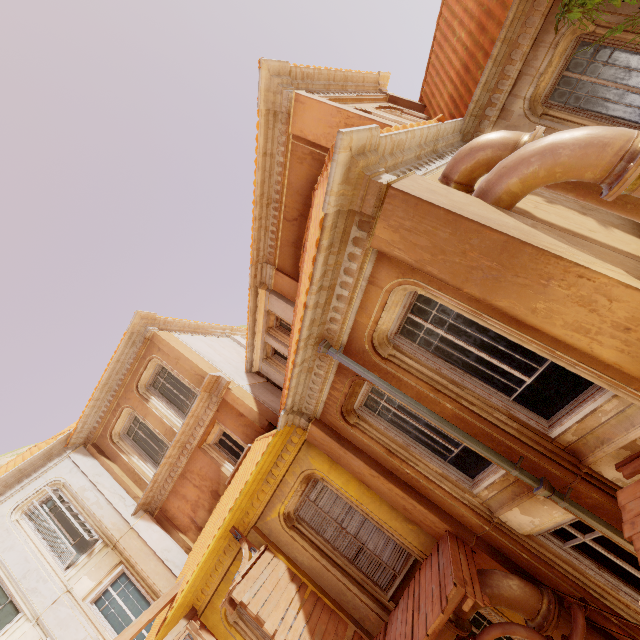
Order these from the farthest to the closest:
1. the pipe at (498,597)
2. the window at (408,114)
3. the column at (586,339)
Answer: the window at (408,114), the pipe at (498,597), the column at (586,339)

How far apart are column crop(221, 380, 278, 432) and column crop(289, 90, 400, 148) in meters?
7.9

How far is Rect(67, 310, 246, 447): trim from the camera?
12.05m

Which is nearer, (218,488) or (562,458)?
(562,458)

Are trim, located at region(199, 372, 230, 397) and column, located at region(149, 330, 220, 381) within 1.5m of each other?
yes

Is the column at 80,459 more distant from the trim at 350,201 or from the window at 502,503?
the window at 502,503

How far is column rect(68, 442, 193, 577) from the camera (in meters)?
10.63

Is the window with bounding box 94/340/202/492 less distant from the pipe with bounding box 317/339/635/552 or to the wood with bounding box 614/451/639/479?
the pipe with bounding box 317/339/635/552
